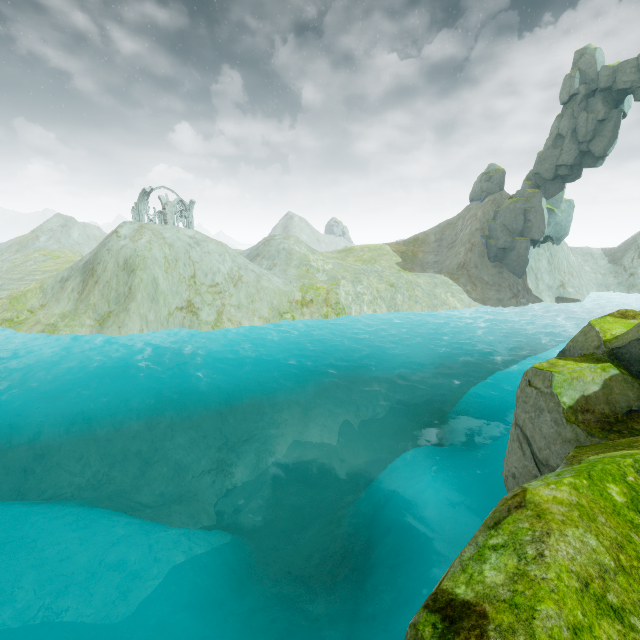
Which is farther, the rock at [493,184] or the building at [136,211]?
the building at [136,211]

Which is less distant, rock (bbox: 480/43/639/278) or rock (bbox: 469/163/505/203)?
rock (bbox: 480/43/639/278)

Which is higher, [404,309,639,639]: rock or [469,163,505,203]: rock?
[469,163,505,203]: rock

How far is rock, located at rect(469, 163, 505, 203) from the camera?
47.91m

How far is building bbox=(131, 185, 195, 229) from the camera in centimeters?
5159cm

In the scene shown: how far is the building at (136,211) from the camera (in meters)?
51.59

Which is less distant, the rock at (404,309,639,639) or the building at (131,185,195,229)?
the rock at (404,309,639,639)

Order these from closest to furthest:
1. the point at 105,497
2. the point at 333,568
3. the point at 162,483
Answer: the point at 333,568
the point at 105,497
the point at 162,483
